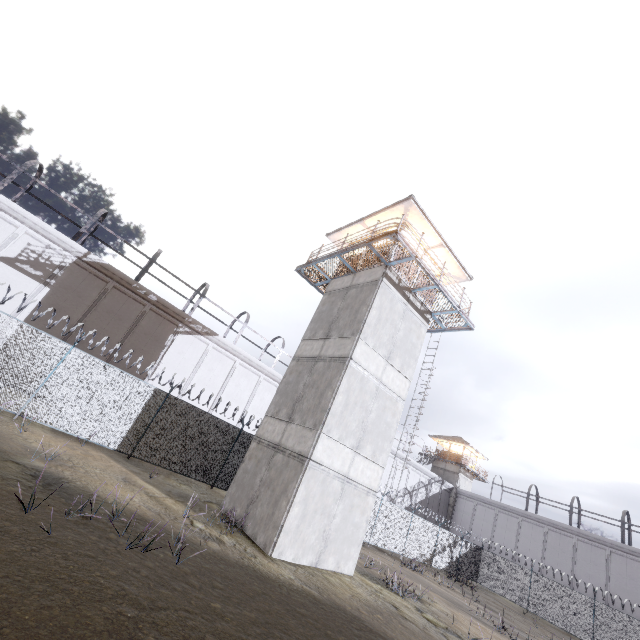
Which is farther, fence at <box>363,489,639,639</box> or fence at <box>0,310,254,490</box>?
fence at <box>363,489,639,639</box>

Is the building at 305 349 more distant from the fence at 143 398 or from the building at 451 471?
the building at 451 471

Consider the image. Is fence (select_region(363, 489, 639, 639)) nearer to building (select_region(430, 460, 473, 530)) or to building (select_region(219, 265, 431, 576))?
building (select_region(219, 265, 431, 576))

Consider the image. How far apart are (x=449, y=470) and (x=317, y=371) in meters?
39.4 m

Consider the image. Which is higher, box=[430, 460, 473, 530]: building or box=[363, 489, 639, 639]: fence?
box=[430, 460, 473, 530]: building

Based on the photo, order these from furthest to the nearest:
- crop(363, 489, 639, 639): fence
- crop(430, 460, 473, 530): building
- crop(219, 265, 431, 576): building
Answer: crop(430, 460, 473, 530): building → crop(363, 489, 639, 639): fence → crop(219, 265, 431, 576): building
